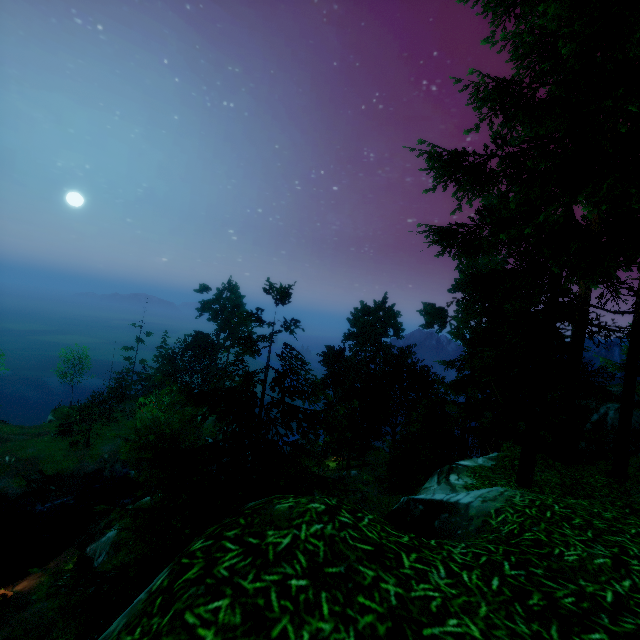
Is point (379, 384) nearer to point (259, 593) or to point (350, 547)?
point (350, 547)

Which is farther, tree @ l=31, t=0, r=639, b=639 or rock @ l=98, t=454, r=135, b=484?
rock @ l=98, t=454, r=135, b=484

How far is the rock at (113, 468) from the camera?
38.84m

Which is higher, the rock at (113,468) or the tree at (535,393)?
the tree at (535,393)

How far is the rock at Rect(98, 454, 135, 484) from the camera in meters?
38.8

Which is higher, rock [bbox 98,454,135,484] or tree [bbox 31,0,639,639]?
tree [bbox 31,0,639,639]
